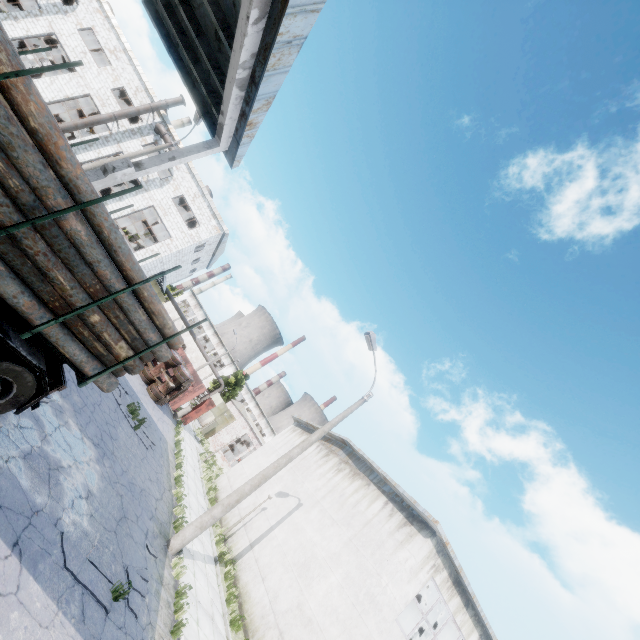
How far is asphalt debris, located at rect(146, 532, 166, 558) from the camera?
9.0 meters

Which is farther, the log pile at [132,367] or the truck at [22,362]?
the log pile at [132,367]

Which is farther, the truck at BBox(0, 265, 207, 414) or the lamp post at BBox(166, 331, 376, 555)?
the lamp post at BBox(166, 331, 376, 555)

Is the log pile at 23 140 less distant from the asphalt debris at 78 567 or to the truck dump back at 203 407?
the asphalt debris at 78 567

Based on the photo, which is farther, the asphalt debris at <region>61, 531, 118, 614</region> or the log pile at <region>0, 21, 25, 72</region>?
the asphalt debris at <region>61, 531, 118, 614</region>

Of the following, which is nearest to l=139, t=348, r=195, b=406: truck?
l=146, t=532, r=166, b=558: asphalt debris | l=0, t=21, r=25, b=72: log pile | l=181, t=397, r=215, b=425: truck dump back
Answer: l=181, t=397, r=215, b=425: truck dump back

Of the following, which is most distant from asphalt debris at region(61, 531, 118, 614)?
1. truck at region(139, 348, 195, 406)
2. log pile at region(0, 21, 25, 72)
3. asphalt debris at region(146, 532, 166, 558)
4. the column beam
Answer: truck at region(139, 348, 195, 406)

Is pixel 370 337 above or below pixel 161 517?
above
